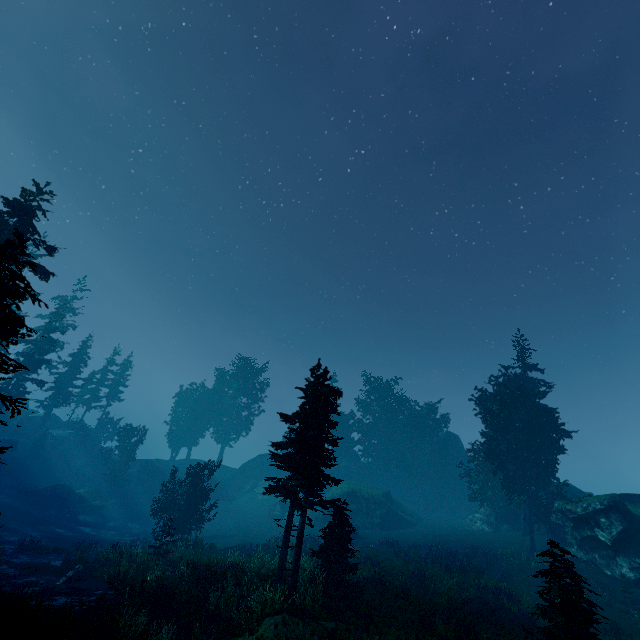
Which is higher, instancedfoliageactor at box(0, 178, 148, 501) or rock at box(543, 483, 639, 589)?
instancedfoliageactor at box(0, 178, 148, 501)

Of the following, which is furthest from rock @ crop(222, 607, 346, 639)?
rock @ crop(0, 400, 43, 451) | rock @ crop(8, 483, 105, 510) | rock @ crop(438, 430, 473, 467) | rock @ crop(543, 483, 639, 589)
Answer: rock @ crop(0, 400, 43, 451)

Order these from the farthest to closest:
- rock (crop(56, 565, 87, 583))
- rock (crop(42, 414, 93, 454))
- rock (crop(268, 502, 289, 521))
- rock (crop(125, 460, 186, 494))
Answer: rock (crop(42, 414, 93, 454)) < rock (crop(125, 460, 186, 494)) < rock (crop(268, 502, 289, 521)) < rock (crop(56, 565, 87, 583))

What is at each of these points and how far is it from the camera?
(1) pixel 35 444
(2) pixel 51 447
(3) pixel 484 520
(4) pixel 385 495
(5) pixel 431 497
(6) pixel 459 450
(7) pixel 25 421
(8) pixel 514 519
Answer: (1) instancedfoliageactor, 44.9m
(2) rock, 48.3m
(3) rock, 35.2m
(4) rock, 41.0m
(5) rock, 50.1m
(6) rock, 51.1m
(7) rock, 51.0m
(8) rock, 34.9m

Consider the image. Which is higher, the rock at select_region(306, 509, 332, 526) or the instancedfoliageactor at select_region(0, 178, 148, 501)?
the instancedfoliageactor at select_region(0, 178, 148, 501)

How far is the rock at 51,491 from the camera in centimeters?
3638cm

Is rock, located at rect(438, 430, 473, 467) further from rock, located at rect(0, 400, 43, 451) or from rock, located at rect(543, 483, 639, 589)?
rock, located at rect(0, 400, 43, 451)

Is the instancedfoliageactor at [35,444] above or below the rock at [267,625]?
above
